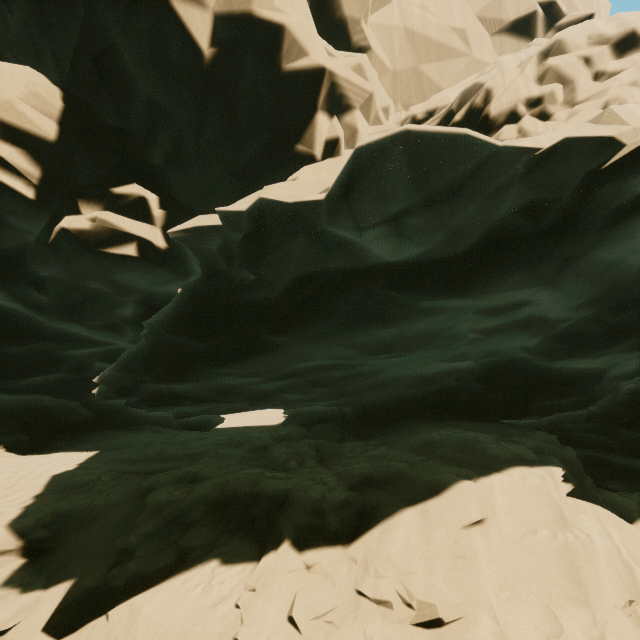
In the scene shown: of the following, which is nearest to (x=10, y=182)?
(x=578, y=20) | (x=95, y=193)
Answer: (x=95, y=193)
